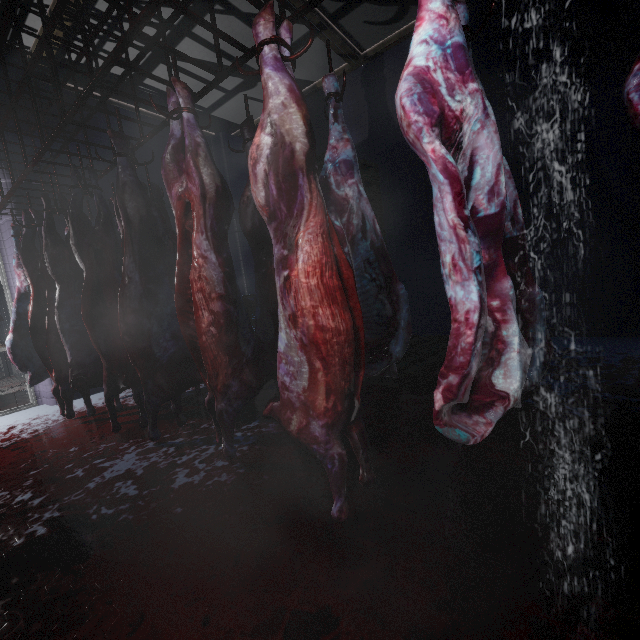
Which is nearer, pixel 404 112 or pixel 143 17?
pixel 404 112

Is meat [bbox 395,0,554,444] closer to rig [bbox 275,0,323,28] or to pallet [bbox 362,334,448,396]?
rig [bbox 275,0,323,28]

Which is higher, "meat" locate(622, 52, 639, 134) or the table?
"meat" locate(622, 52, 639, 134)

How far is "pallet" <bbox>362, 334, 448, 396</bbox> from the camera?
2.7 meters

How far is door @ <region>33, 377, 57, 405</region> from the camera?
4.0 meters

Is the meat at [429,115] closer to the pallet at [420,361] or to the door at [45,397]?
the pallet at [420,361]

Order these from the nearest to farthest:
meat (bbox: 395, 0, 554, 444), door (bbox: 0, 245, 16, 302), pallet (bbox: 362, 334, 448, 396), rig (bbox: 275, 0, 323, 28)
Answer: meat (bbox: 395, 0, 554, 444)
rig (bbox: 275, 0, 323, 28)
pallet (bbox: 362, 334, 448, 396)
door (bbox: 0, 245, 16, 302)

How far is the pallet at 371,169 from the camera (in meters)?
4.03
